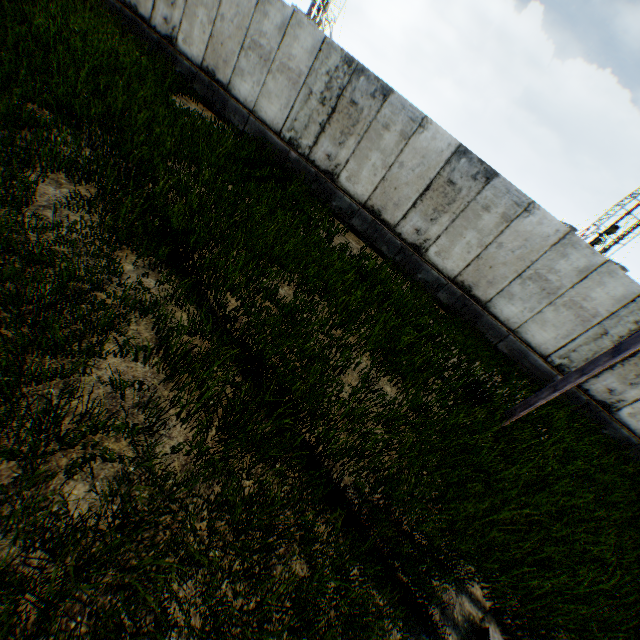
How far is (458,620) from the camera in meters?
3.5
